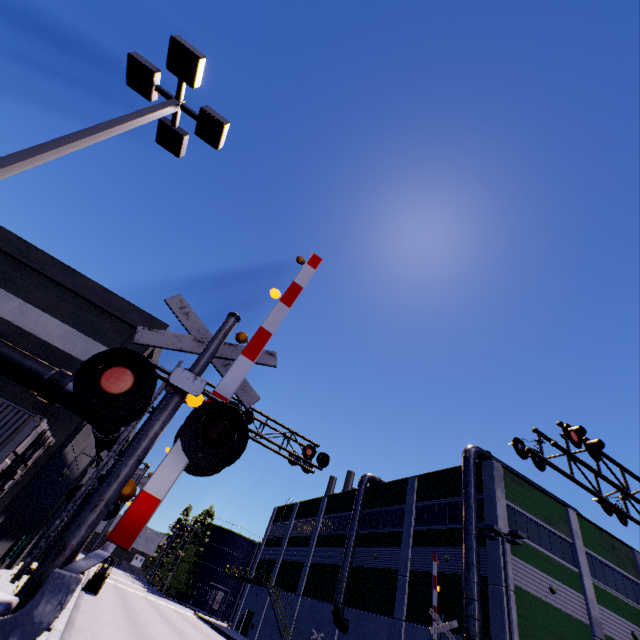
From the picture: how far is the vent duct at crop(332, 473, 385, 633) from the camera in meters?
26.3 m

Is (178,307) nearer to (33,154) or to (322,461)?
(33,154)

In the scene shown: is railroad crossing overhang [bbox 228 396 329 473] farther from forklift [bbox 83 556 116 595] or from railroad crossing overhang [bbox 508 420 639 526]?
forklift [bbox 83 556 116 595]

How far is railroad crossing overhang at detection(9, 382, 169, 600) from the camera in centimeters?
930cm

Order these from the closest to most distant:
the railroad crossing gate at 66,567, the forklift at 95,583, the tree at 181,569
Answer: the railroad crossing gate at 66,567
the forklift at 95,583
the tree at 181,569

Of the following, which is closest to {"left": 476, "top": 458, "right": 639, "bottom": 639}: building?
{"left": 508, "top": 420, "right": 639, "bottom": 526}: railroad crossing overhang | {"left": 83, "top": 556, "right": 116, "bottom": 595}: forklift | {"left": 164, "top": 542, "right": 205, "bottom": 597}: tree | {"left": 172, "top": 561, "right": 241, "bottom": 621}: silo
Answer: {"left": 172, "top": 561, "right": 241, "bottom": 621}: silo

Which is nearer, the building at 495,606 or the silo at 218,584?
the building at 495,606

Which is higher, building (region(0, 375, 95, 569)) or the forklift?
building (region(0, 375, 95, 569))
